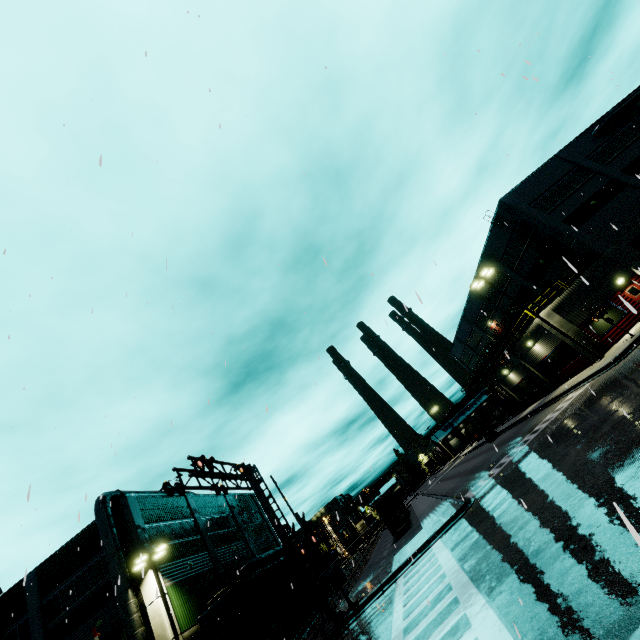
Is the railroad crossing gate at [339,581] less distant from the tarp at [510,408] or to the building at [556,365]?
the building at [556,365]

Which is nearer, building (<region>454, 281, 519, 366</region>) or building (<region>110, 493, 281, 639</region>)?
building (<region>110, 493, 281, 639</region>)

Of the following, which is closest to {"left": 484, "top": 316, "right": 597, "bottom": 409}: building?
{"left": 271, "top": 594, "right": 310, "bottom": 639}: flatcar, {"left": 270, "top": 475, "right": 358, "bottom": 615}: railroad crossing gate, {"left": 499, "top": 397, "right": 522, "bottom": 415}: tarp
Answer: {"left": 499, "top": 397, "right": 522, "bottom": 415}: tarp

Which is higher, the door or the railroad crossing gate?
the door

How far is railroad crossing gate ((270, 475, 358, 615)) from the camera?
16.28m

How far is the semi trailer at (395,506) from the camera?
36.06m

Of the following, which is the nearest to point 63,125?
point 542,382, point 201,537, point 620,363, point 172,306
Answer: point 172,306

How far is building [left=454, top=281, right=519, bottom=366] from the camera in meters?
41.9 m
